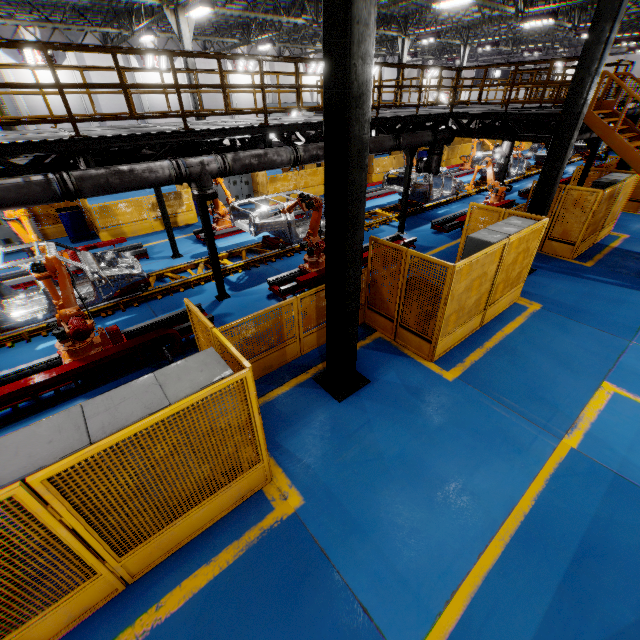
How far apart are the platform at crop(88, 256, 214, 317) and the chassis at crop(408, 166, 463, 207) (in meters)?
0.01

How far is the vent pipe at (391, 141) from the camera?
9.6m

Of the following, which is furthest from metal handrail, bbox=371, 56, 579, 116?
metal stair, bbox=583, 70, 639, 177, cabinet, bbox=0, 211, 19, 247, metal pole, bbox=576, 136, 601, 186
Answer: cabinet, bbox=0, 211, 19, 247

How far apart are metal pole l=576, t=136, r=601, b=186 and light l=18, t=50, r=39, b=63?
31.5 meters

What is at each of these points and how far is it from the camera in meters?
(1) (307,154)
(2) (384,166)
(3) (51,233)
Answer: (1) vent pipe, 8.4
(2) metal panel, 21.4
(3) metal panel, 13.6

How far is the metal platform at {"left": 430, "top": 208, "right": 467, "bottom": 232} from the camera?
13.1m

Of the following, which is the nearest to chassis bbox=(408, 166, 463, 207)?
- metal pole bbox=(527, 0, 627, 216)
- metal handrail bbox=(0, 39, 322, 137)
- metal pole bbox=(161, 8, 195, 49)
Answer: metal handrail bbox=(0, 39, 322, 137)

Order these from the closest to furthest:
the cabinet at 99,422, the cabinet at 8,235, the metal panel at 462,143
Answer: the cabinet at 99,422
the cabinet at 8,235
the metal panel at 462,143
